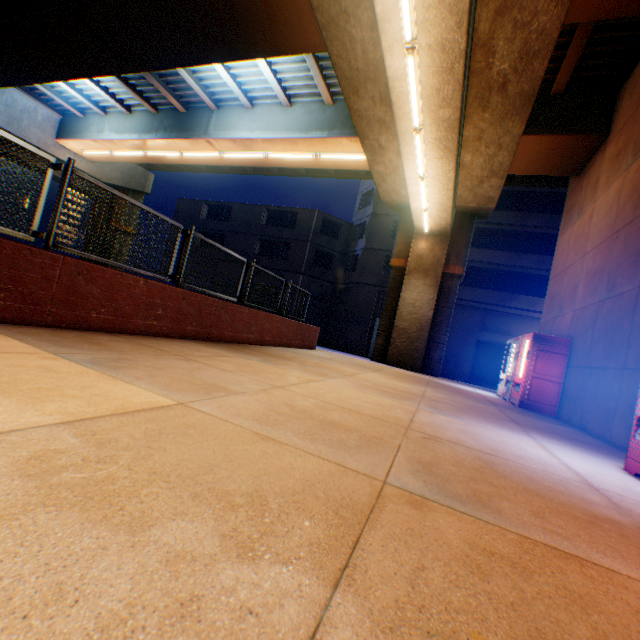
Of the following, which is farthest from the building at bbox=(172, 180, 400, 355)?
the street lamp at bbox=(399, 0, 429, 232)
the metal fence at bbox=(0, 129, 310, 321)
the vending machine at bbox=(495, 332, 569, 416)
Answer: the street lamp at bbox=(399, 0, 429, 232)

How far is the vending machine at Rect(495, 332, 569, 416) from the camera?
8.2m

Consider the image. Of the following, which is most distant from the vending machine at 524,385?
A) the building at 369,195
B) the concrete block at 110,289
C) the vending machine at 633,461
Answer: the building at 369,195

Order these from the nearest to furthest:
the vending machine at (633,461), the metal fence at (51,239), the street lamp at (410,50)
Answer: the vending machine at (633,461) < the metal fence at (51,239) < the street lamp at (410,50)

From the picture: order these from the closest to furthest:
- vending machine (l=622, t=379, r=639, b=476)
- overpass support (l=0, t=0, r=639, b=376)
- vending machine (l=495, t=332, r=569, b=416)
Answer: vending machine (l=622, t=379, r=639, b=476), overpass support (l=0, t=0, r=639, b=376), vending machine (l=495, t=332, r=569, b=416)

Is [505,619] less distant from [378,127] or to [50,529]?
[50,529]

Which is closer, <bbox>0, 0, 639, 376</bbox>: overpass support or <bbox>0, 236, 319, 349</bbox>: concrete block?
<bbox>0, 236, 319, 349</bbox>: concrete block

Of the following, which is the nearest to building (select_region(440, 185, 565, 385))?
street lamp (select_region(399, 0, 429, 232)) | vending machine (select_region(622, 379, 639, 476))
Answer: street lamp (select_region(399, 0, 429, 232))
